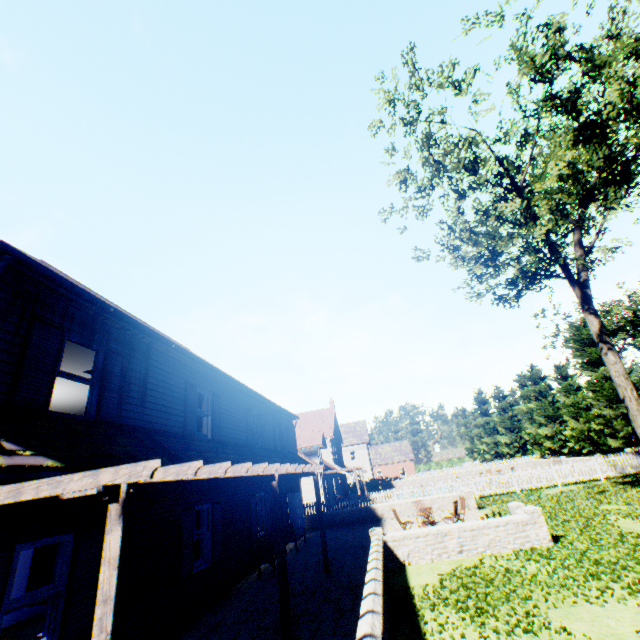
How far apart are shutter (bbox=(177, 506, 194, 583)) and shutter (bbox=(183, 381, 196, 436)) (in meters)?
1.86

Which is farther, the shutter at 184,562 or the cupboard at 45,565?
the shutter at 184,562

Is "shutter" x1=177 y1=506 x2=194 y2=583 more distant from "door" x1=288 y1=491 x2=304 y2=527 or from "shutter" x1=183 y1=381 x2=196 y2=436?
"door" x1=288 y1=491 x2=304 y2=527

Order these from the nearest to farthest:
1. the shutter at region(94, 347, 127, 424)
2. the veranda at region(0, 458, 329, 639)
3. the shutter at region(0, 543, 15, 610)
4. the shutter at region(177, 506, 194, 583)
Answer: the veranda at region(0, 458, 329, 639), the shutter at region(0, 543, 15, 610), the shutter at region(94, 347, 127, 424), the shutter at region(177, 506, 194, 583)

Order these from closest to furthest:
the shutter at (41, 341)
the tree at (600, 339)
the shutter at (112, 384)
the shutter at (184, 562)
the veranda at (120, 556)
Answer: the veranda at (120, 556)
the shutter at (41, 341)
the shutter at (112, 384)
the shutter at (184, 562)
the tree at (600, 339)

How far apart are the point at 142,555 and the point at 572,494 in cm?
2081

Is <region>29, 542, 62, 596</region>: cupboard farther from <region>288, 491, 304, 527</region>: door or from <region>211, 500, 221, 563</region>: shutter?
<region>288, 491, 304, 527</region>: door

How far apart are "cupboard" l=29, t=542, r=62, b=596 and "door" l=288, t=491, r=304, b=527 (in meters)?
13.88
